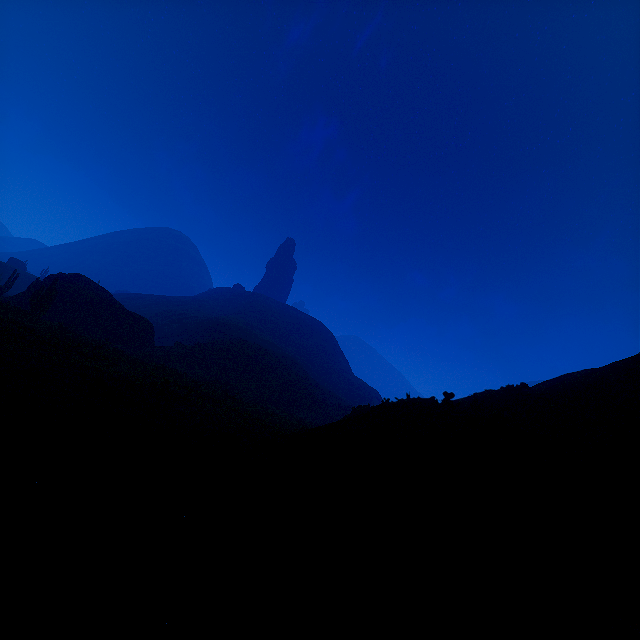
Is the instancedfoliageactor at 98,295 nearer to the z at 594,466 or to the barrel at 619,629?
the z at 594,466

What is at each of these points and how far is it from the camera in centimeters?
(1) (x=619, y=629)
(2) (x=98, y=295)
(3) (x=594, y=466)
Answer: (1) barrel, 324cm
(2) instancedfoliageactor, 3056cm
(3) z, 626cm

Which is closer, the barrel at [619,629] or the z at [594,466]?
the z at [594,466]

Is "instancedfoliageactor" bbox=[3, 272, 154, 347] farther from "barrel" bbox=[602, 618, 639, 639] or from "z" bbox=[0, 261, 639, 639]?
"barrel" bbox=[602, 618, 639, 639]

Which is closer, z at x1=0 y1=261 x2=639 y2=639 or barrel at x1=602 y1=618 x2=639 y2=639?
z at x1=0 y1=261 x2=639 y2=639

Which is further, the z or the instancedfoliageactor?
the instancedfoliageactor

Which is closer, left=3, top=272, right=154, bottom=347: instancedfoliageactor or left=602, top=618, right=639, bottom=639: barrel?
left=602, top=618, right=639, bottom=639: barrel

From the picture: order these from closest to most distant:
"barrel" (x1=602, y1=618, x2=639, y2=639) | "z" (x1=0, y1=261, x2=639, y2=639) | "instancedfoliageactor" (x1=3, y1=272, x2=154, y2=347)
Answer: "z" (x1=0, y1=261, x2=639, y2=639), "barrel" (x1=602, y1=618, x2=639, y2=639), "instancedfoliageactor" (x1=3, y1=272, x2=154, y2=347)
